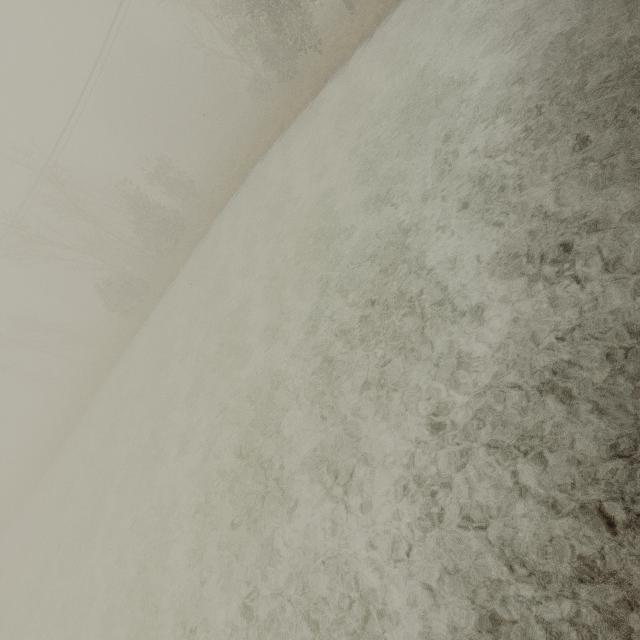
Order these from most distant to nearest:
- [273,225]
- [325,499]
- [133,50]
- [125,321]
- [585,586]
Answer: [133,50], [125,321], [273,225], [325,499], [585,586]
